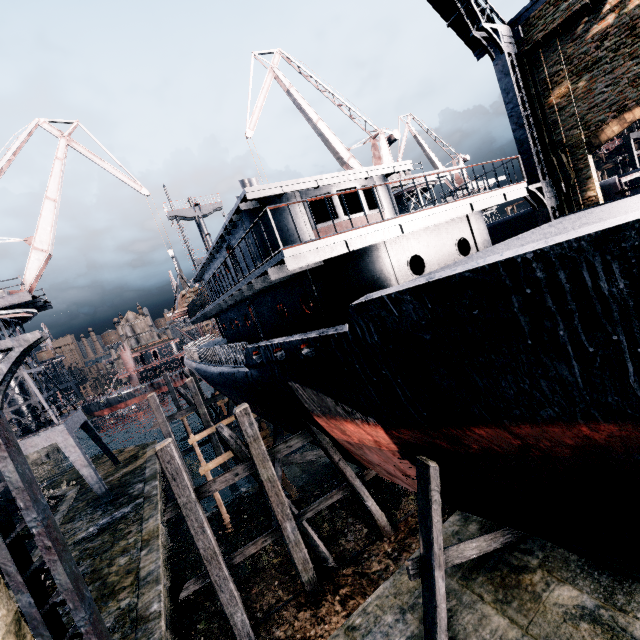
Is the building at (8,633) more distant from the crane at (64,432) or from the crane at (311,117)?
the crane at (64,432)

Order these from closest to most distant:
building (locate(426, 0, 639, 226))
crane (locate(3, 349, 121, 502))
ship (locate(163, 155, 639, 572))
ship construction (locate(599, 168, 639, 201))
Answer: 1. ship (locate(163, 155, 639, 572))
2. building (locate(426, 0, 639, 226))
3. crane (locate(3, 349, 121, 502))
4. ship construction (locate(599, 168, 639, 201))

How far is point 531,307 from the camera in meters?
5.4 m

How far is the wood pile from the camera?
25.2 meters

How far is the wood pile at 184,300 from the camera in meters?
25.2 m

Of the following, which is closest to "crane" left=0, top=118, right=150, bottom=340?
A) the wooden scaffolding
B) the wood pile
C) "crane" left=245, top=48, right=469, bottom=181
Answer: the wood pile

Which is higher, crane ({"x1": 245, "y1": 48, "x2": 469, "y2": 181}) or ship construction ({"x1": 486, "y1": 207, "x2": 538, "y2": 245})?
crane ({"x1": 245, "y1": 48, "x2": 469, "y2": 181})

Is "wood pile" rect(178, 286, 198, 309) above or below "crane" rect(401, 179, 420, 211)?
below
